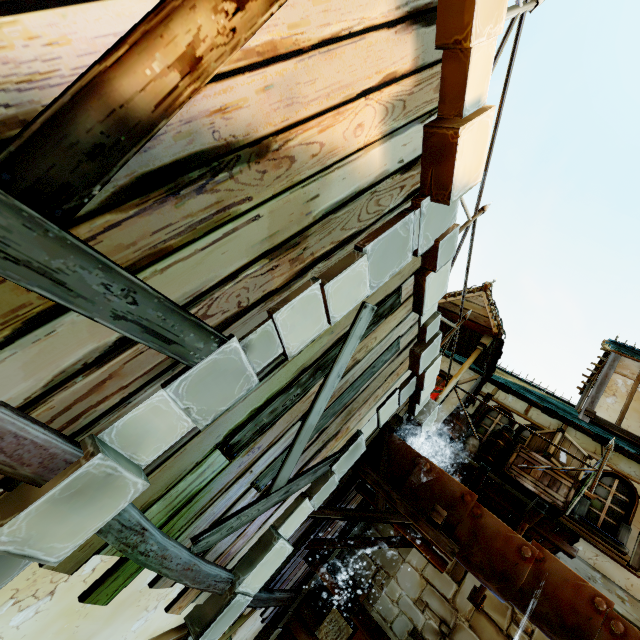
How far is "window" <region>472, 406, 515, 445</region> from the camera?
8.2m

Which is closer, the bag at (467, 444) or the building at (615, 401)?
the bag at (467, 444)

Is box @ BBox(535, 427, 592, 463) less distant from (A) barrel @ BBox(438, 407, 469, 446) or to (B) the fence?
(A) barrel @ BBox(438, 407, 469, 446)

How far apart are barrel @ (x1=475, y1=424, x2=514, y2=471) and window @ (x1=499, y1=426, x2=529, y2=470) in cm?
20

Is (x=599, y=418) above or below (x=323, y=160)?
above

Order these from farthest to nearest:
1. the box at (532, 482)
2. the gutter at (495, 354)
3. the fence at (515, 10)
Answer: the gutter at (495, 354), the box at (532, 482), the fence at (515, 10)

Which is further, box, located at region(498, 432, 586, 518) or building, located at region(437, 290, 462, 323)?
building, located at region(437, 290, 462, 323)

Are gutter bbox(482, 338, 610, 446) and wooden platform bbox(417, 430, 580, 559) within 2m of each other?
no
